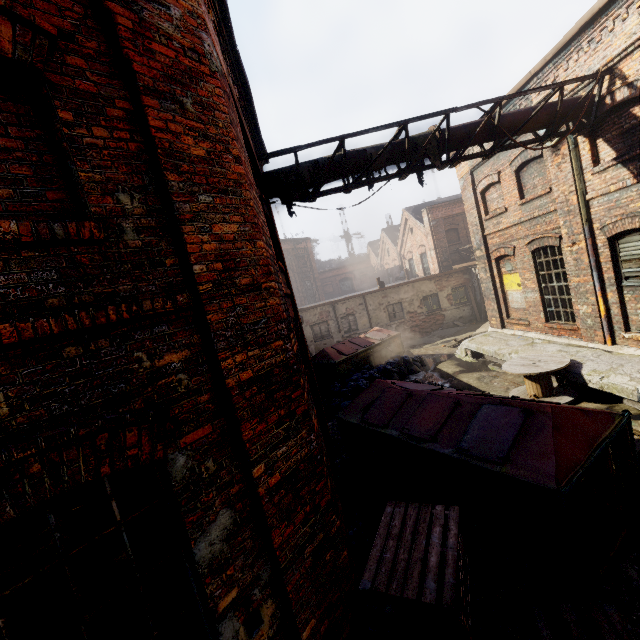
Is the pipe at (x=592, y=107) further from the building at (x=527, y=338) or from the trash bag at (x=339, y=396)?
the trash bag at (x=339, y=396)

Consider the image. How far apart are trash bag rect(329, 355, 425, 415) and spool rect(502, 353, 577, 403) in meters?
3.9 m

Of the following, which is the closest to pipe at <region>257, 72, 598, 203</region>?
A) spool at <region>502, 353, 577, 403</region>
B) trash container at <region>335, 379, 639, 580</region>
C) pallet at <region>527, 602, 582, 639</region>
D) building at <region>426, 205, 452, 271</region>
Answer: trash container at <region>335, 379, 639, 580</region>

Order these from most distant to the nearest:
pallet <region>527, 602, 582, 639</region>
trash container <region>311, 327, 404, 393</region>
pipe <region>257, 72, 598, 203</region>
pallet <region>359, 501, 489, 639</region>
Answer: trash container <region>311, 327, 404, 393</region>
pipe <region>257, 72, 598, 203</region>
pallet <region>527, 602, 582, 639</region>
pallet <region>359, 501, 489, 639</region>

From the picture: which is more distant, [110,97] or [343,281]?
[343,281]

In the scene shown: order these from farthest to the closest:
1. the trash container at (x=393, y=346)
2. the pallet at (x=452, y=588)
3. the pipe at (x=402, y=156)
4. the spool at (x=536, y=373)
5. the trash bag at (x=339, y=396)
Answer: the trash container at (x=393, y=346), the trash bag at (x=339, y=396), the spool at (x=536, y=373), the pipe at (x=402, y=156), the pallet at (x=452, y=588)

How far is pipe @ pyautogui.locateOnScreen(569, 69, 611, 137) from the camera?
6.95m

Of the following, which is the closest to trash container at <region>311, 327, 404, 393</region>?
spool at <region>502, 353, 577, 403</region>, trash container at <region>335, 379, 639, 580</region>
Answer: trash container at <region>335, 379, 639, 580</region>
